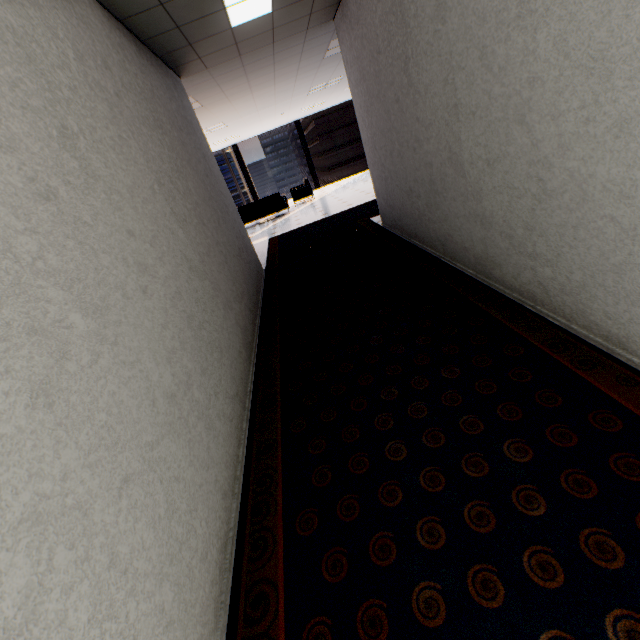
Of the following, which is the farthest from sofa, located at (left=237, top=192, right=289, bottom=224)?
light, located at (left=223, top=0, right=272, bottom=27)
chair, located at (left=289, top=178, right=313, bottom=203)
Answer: light, located at (left=223, top=0, right=272, bottom=27)

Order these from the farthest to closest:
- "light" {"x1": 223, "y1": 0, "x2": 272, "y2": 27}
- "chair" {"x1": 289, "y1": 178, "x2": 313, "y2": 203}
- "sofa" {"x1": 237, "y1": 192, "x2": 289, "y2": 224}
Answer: "chair" {"x1": 289, "y1": 178, "x2": 313, "y2": 203}, "sofa" {"x1": 237, "y1": 192, "x2": 289, "y2": 224}, "light" {"x1": 223, "y1": 0, "x2": 272, "y2": 27}

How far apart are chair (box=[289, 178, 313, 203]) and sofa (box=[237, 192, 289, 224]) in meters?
0.6 m

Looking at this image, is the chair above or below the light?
below

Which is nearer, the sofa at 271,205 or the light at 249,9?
the light at 249,9

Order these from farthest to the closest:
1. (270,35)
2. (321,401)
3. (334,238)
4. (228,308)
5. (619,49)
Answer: (334,238) → (270,35) → (228,308) → (321,401) → (619,49)

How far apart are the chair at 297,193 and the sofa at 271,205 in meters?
0.6 m

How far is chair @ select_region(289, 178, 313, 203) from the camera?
12.3m
